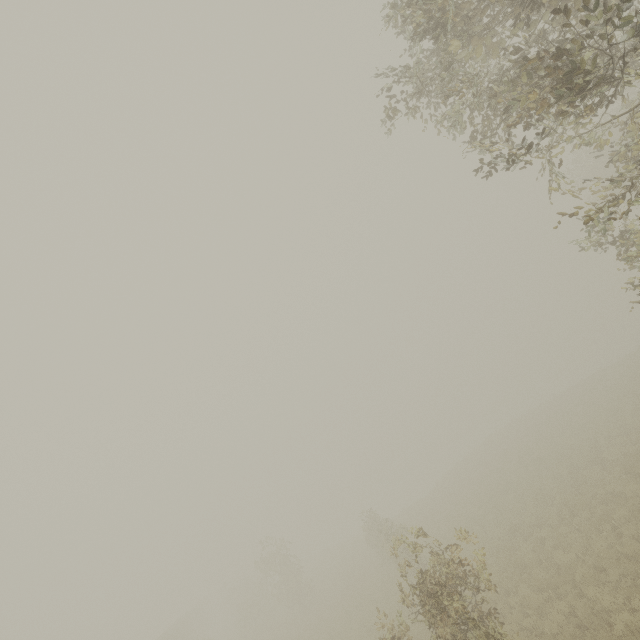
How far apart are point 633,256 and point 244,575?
57.9 meters
